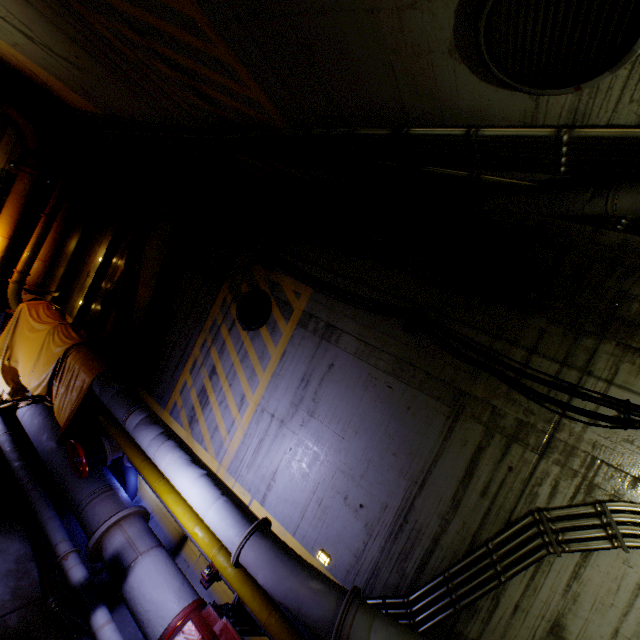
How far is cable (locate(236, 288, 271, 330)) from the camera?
6.0m

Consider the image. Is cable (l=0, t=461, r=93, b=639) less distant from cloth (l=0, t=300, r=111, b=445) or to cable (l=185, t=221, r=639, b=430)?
cloth (l=0, t=300, r=111, b=445)

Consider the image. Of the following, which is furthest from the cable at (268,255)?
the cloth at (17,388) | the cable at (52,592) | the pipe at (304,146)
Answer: the cable at (52,592)

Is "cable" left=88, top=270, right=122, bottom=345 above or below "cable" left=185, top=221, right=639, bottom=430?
below

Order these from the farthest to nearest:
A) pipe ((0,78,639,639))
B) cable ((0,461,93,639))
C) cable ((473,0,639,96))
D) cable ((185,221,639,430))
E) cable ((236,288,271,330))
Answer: cable ((236,288,271,330)) < cable ((0,461,93,639)) < cable ((185,221,639,430)) < pipe ((0,78,639,639)) < cable ((473,0,639,96))

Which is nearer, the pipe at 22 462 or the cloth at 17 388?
the pipe at 22 462

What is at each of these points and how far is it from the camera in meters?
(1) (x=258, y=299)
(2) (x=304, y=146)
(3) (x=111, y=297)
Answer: (1) cable, 6.2 m
(2) pipe, 3.8 m
(3) cable, 8.3 m

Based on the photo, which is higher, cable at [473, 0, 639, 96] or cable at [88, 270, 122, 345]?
cable at [473, 0, 639, 96]
